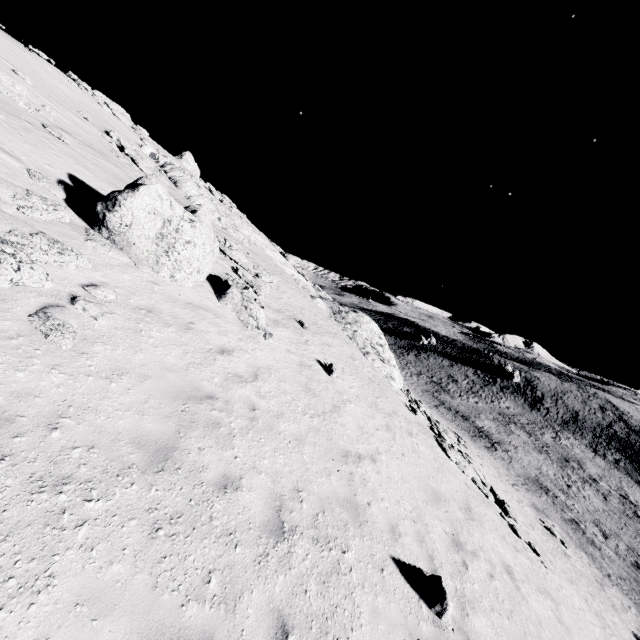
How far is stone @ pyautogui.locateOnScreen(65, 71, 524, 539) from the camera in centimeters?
904cm

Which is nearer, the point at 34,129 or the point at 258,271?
the point at 34,129

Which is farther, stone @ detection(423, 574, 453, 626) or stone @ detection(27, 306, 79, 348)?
stone @ detection(423, 574, 453, 626)

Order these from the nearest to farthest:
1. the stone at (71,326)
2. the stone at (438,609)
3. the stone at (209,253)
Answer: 1. the stone at (71,326)
2. the stone at (438,609)
3. the stone at (209,253)

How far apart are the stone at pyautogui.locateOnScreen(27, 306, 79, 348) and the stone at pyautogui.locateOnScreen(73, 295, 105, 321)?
0.1m

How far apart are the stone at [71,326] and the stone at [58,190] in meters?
5.2 m

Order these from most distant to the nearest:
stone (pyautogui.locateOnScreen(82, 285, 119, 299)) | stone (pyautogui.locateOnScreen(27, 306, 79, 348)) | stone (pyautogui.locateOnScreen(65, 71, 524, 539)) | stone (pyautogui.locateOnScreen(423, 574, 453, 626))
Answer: stone (pyautogui.locateOnScreen(65, 71, 524, 539)), stone (pyautogui.locateOnScreen(82, 285, 119, 299)), stone (pyautogui.locateOnScreen(423, 574, 453, 626)), stone (pyautogui.locateOnScreen(27, 306, 79, 348))

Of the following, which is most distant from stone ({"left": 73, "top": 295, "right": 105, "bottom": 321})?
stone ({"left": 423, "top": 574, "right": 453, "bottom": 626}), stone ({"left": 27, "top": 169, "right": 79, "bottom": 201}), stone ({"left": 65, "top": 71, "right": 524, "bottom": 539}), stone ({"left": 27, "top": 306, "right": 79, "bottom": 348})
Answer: stone ({"left": 65, "top": 71, "right": 524, "bottom": 539})
